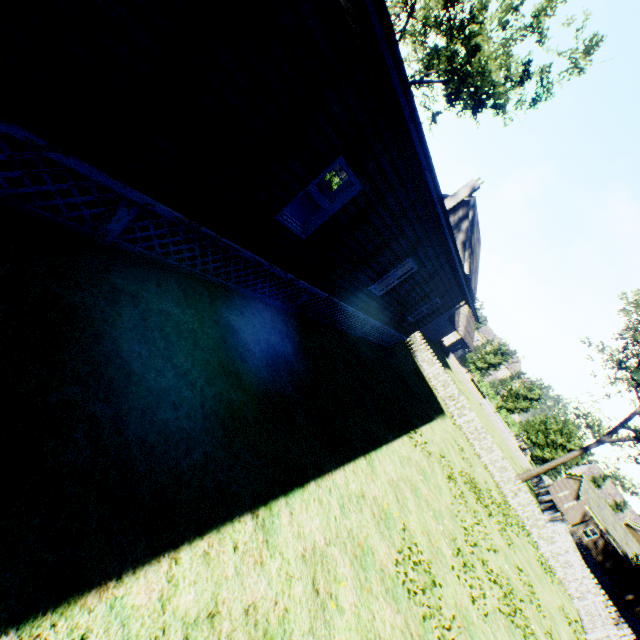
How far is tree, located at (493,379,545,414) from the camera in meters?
42.9

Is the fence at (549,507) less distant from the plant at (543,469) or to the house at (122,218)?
the plant at (543,469)

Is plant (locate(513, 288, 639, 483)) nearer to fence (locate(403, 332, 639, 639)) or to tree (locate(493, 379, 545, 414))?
fence (locate(403, 332, 639, 639))

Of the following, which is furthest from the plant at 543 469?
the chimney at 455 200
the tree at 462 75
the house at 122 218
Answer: the chimney at 455 200

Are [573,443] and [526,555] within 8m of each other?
no

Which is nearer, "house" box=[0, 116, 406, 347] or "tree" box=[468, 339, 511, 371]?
"house" box=[0, 116, 406, 347]

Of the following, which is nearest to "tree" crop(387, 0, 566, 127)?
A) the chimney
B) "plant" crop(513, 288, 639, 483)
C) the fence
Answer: the fence

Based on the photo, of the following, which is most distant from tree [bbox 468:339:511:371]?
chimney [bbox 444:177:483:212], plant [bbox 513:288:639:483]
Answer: chimney [bbox 444:177:483:212]
